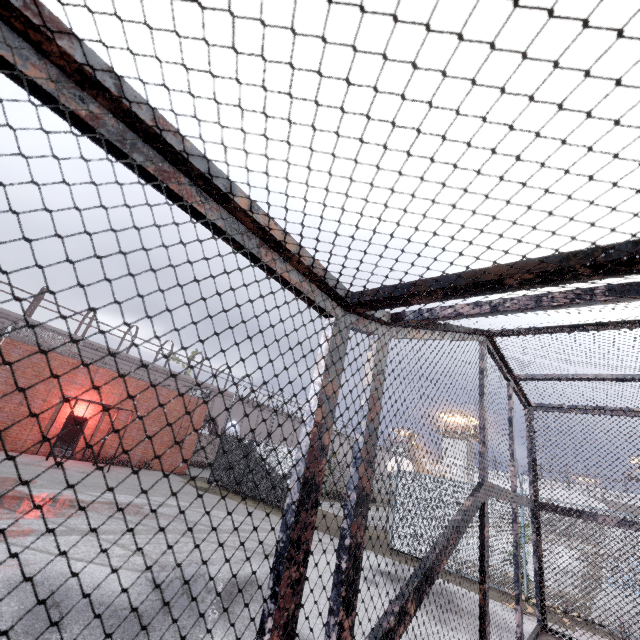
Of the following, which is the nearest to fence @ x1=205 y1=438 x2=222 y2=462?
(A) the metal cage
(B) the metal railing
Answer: (B) the metal railing

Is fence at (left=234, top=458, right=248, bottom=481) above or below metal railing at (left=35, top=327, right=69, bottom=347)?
below

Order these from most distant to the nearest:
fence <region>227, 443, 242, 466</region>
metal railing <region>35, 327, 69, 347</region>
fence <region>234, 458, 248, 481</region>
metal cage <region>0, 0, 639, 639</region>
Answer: fence <region>227, 443, 242, 466</region>
fence <region>234, 458, 248, 481</region>
metal railing <region>35, 327, 69, 347</region>
metal cage <region>0, 0, 639, 639</region>

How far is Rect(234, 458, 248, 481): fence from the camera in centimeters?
1783cm

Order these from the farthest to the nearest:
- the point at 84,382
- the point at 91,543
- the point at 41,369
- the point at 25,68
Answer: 1. the point at 84,382
2. the point at 41,369
3. the point at 91,543
4. the point at 25,68

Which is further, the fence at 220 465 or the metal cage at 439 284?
the fence at 220 465

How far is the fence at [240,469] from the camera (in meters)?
17.83

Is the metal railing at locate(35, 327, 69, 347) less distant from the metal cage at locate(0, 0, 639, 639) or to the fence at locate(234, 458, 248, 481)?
the fence at locate(234, 458, 248, 481)
